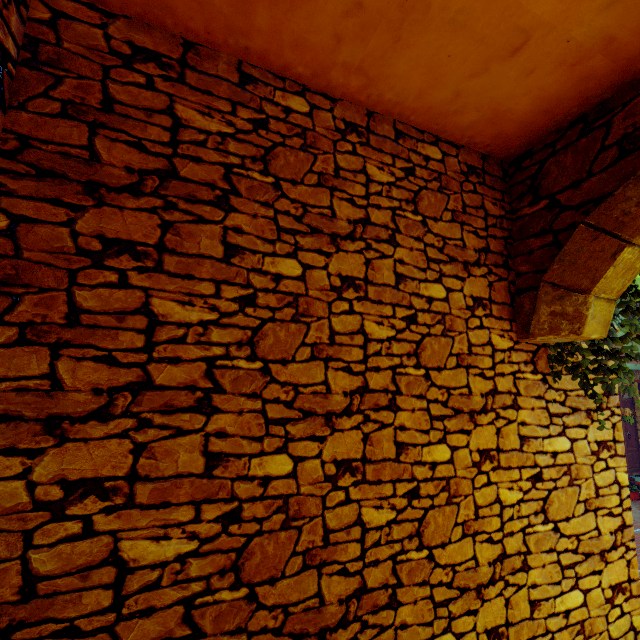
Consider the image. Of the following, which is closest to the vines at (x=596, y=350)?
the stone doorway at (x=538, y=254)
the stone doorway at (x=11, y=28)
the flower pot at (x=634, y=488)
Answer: the stone doorway at (x=538, y=254)

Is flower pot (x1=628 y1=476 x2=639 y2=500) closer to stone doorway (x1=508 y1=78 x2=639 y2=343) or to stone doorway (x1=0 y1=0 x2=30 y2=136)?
stone doorway (x1=508 y1=78 x2=639 y2=343)

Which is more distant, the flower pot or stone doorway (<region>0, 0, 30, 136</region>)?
the flower pot

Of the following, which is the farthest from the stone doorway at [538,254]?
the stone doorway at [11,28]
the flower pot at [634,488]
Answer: the flower pot at [634,488]

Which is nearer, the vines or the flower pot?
the vines

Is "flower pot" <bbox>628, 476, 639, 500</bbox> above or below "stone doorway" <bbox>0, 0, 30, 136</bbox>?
below

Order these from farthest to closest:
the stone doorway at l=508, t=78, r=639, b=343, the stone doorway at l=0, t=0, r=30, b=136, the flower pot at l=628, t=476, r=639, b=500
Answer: the flower pot at l=628, t=476, r=639, b=500 < the stone doorway at l=508, t=78, r=639, b=343 < the stone doorway at l=0, t=0, r=30, b=136

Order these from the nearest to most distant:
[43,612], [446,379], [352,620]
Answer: [43,612], [352,620], [446,379]
